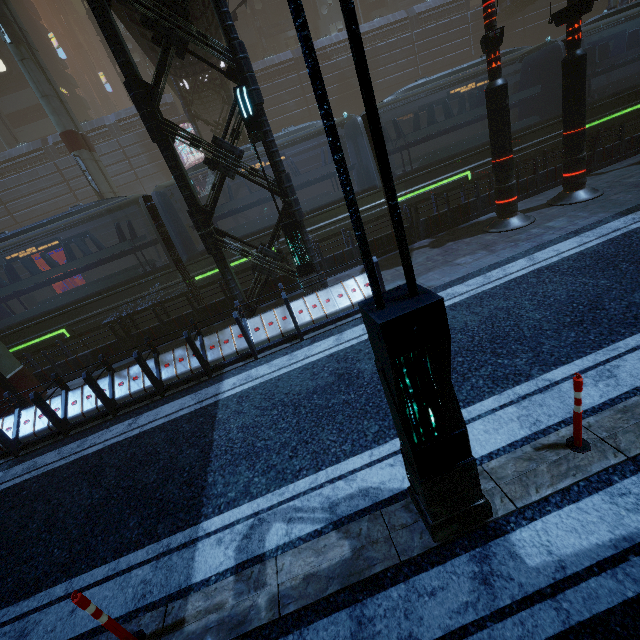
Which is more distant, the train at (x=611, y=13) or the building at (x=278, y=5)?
the building at (x=278, y=5)

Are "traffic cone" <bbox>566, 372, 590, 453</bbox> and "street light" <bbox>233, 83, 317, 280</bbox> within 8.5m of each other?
yes

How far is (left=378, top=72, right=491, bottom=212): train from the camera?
12.2 meters

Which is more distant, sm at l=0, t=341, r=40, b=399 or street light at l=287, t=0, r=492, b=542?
sm at l=0, t=341, r=40, b=399

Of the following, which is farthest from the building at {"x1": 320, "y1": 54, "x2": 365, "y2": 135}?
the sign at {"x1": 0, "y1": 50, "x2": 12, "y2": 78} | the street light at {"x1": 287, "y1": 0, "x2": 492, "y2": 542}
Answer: the street light at {"x1": 287, "y1": 0, "x2": 492, "y2": 542}

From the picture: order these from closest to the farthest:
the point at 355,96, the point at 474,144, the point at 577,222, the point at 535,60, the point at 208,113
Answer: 1. the point at 577,222
2. the point at 474,144
3. the point at 535,60
4. the point at 208,113
5. the point at 355,96

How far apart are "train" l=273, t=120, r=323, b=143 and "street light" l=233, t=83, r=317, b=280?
4.0m

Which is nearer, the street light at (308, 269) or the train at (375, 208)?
the street light at (308, 269)
